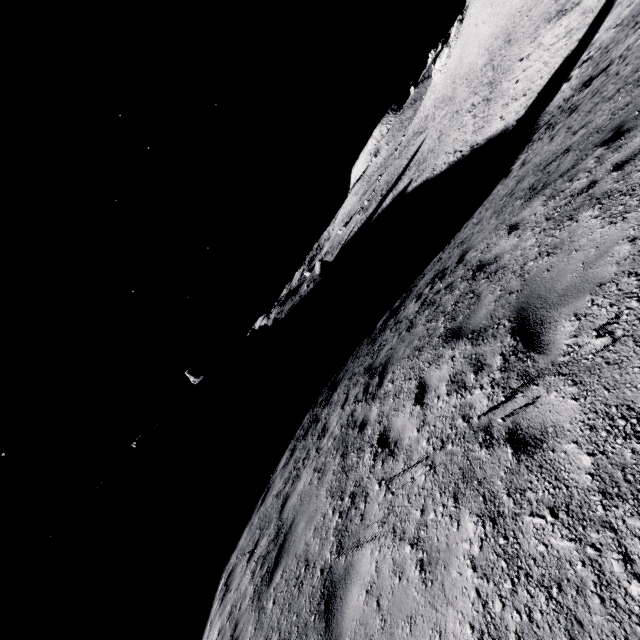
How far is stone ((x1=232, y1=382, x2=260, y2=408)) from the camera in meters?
56.8 m

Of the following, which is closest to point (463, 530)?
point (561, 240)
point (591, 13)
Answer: point (561, 240)

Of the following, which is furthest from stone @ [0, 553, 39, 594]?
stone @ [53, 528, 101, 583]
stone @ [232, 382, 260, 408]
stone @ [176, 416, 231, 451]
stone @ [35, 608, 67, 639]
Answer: stone @ [232, 382, 260, 408]

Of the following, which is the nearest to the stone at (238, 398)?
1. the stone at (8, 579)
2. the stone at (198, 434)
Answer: the stone at (198, 434)

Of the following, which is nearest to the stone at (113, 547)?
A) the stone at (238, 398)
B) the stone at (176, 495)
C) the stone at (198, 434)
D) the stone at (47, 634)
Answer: the stone at (47, 634)

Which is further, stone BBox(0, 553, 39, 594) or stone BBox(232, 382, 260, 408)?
stone BBox(232, 382, 260, 408)

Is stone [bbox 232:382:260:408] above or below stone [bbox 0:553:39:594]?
below

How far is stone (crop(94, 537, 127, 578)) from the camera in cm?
3550
